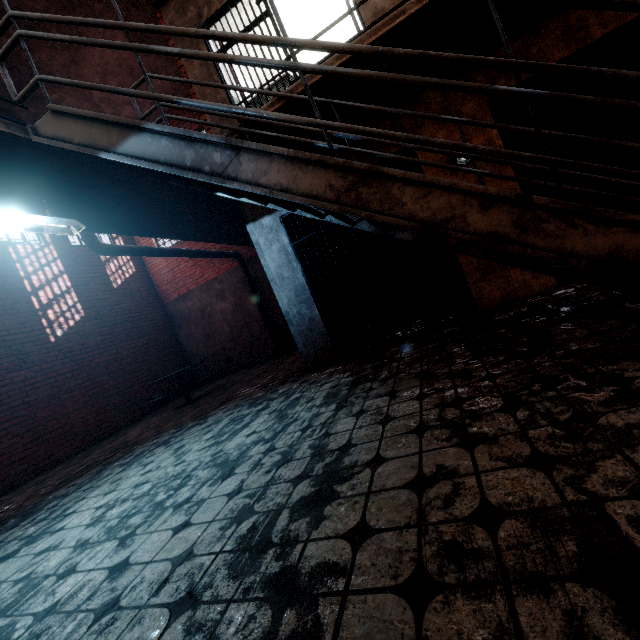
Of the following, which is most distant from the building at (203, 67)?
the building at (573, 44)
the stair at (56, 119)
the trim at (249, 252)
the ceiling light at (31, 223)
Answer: the trim at (249, 252)

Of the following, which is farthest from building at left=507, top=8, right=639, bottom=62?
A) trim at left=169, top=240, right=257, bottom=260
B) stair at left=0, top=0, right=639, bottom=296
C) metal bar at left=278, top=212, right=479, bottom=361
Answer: trim at left=169, top=240, right=257, bottom=260

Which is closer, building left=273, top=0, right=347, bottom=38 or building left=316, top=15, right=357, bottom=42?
building left=273, top=0, right=347, bottom=38

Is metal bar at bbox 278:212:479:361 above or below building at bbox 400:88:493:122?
below

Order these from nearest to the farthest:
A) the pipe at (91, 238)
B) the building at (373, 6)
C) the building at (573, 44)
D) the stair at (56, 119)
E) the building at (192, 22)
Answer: the stair at (56, 119) → the building at (573, 44) → the building at (373, 6) → the building at (192, 22) → the pipe at (91, 238)

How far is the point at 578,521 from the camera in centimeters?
99cm

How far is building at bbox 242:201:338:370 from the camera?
4.9m

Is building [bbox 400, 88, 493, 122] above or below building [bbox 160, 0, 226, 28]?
below
